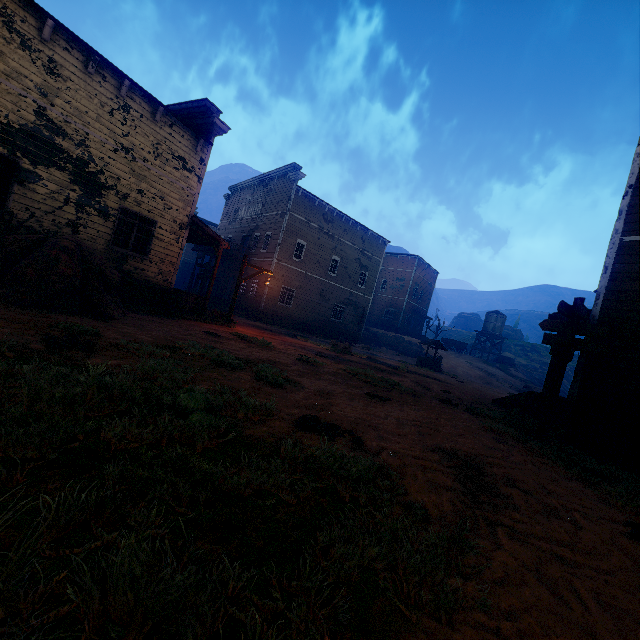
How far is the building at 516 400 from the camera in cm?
1057

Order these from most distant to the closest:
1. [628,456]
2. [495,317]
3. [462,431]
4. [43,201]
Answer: [495,317] → [43,201] → [628,456] → [462,431]

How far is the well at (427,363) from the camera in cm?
2437

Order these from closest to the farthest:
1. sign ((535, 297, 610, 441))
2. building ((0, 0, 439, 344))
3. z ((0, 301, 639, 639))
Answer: z ((0, 301, 639, 639)), sign ((535, 297, 610, 441)), building ((0, 0, 439, 344))

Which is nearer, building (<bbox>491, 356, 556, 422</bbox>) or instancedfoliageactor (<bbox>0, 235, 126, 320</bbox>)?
instancedfoliageactor (<bbox>0, 235, 126, 320</bbox>)

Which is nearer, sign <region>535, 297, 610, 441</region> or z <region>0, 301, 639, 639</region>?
z <region>0, 301, 639, 639</region>

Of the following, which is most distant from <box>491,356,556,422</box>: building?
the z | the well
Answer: the well
